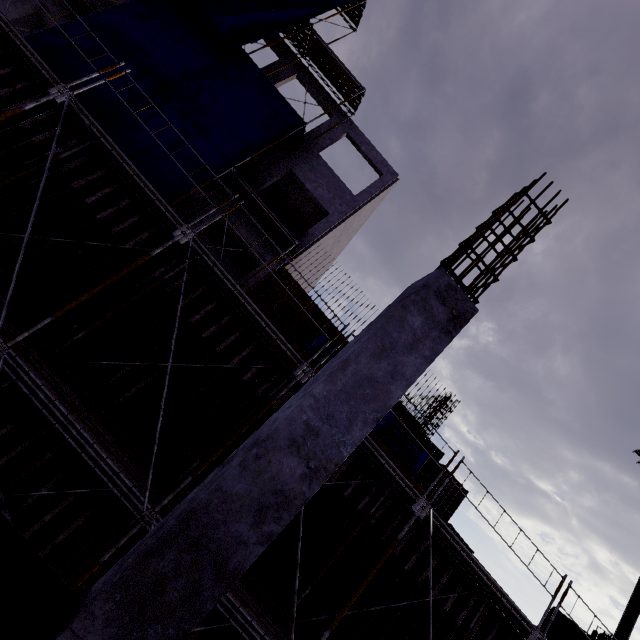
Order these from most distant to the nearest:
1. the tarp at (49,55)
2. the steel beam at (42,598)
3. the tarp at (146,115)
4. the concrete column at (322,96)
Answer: the concrete column at (322,96) < the tarp at (146,115) < the tarp at (49,55) < the steel beam at (42,598)

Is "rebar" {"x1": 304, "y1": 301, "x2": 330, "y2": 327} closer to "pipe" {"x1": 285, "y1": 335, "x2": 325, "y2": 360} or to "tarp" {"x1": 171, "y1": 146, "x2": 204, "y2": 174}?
"pipe" {"x1": 285, "y1": 335, "x2": 325, "y2": 360}

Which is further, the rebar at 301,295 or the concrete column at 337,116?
the concrete column at 337,116

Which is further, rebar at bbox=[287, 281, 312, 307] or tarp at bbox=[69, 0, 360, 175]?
rebar at bbox=[287, 281, 312, 307]

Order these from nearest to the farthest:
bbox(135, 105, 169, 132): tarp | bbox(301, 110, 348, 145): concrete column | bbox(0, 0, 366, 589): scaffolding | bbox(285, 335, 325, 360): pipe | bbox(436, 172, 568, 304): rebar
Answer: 1. bbox(436, 172, 568, 304): rebar
2. bbox(0, 0, 366, 589): scaffolding
3. bbox(285, 335, 325, 360): pipe
4. bbox(135, 105, 169, 132): tarp
5. bbox(301, 110, 348, 145): concrete column

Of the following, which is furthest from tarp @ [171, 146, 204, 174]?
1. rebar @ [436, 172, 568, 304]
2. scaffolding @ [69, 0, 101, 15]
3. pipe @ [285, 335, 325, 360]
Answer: pipe @ [285, 335, 325, 360]

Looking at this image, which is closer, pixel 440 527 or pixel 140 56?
pixel 440 527

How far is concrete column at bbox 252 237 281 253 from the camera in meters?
14.3
